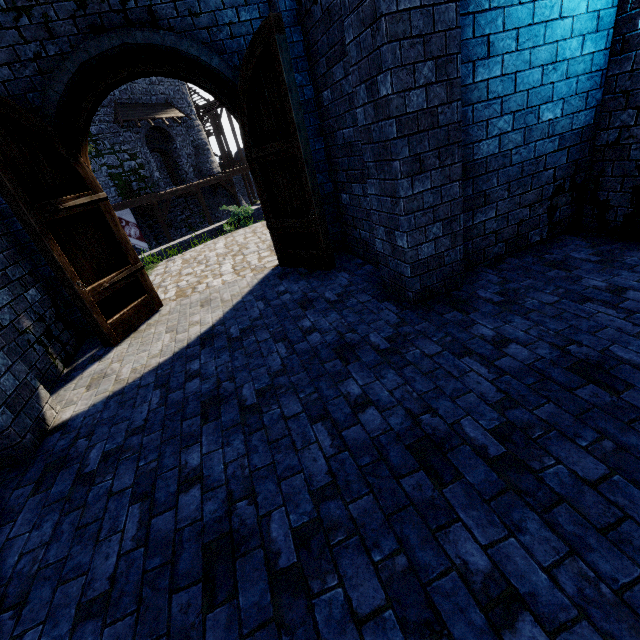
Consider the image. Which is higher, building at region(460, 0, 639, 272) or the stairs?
the stairs

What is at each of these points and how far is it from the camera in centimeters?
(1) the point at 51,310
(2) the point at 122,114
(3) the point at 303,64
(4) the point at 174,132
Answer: (1) building, 493cm
(2) awning, 2091cm
(3) building, 504cm
(4) building, 2486cm

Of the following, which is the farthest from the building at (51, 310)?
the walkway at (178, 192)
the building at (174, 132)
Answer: the building at (174, 132)

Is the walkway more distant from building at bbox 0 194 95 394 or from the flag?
building at bbox 0 194 95 394

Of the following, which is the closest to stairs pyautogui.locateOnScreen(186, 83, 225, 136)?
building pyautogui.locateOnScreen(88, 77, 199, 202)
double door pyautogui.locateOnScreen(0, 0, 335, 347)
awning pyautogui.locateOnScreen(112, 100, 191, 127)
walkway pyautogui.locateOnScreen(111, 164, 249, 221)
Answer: walkway pyautogui.locateOnScreen(111, 164, 249, 221)

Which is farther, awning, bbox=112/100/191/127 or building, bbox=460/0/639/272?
awning, bbox=112/100/191/127

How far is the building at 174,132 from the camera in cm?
2059

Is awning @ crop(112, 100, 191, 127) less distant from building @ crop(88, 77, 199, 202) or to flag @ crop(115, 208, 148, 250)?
building @ crop(88, 77, 199, 202)
